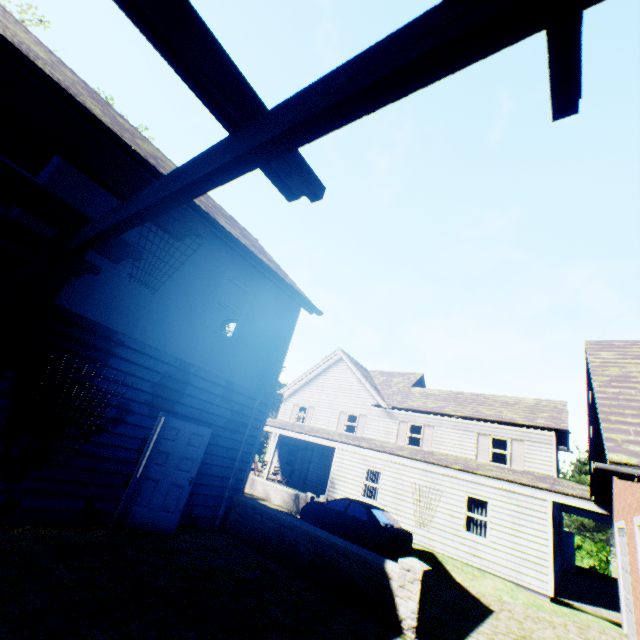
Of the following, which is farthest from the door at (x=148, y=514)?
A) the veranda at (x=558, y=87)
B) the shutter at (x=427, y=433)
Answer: the shutter at (x=427, y=433)

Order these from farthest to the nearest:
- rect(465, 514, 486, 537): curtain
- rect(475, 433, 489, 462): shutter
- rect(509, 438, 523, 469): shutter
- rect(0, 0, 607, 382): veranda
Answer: rect(475, 433, 489, 462): shutter < rect(509, 438, 523, 469): shutter < rect(465, 514, 486, 537): curtain < rect(0, 0, 607, 382): veranda

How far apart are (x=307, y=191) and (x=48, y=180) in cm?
696

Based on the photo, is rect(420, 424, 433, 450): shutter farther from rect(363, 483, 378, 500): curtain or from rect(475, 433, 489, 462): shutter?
rect(363, 483, 378, 500): curtain

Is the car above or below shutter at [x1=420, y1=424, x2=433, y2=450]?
below

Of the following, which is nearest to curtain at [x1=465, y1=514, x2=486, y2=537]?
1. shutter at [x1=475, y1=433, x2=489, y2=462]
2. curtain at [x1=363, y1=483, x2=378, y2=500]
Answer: curtain at [x1=363, y1=483, x2=378, y2=500]

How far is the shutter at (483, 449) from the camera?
18.66m

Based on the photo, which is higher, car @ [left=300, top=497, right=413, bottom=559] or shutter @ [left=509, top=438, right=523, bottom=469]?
shutter @ [left=509, top=438, right=523, bottom=469]
